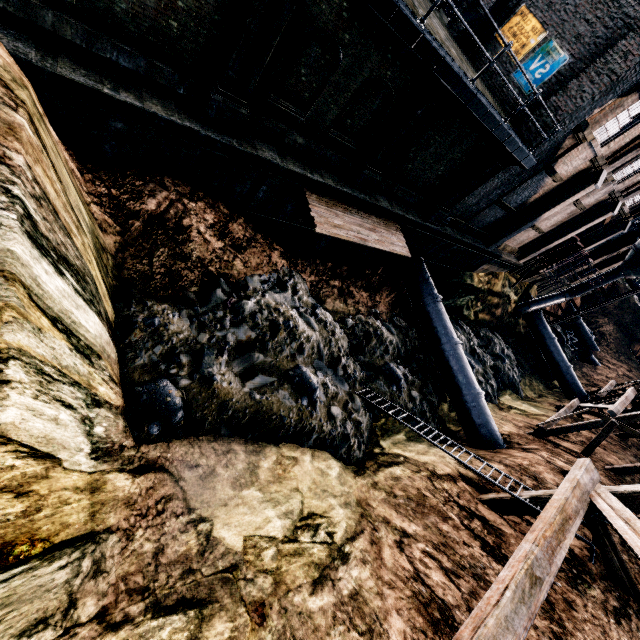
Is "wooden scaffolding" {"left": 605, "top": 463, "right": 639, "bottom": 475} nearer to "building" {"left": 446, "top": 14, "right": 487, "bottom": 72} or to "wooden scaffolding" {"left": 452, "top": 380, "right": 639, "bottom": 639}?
A: "wooden scaffolding" {"left": 452, "top": 380, "right": 639, "bottom": 639}

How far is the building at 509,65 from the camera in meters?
14.4 m

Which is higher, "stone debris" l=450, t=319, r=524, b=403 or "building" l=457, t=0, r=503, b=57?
"building" l=457, t=0, r=503, b=57

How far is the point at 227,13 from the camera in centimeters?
752cm

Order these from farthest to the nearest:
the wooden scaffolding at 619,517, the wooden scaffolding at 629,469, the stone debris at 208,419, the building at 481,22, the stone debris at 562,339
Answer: the stone debris at 562,339, the building at 481,22, the wooden scaffolding at 629,469, the stone debris at 208,419, the wooden scaffolding at 619,517

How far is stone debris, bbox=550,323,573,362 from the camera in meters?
39.6 m

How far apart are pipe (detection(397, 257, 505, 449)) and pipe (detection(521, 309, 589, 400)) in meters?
18.4

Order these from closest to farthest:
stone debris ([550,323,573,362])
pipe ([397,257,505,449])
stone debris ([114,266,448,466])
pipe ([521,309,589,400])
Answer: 1. stone debris ([114,266,448,466])
2. pipe ([397,257,505,449])
3. pipe ([521,309,589,400])
4. stone debris ([550,323,573,362])
